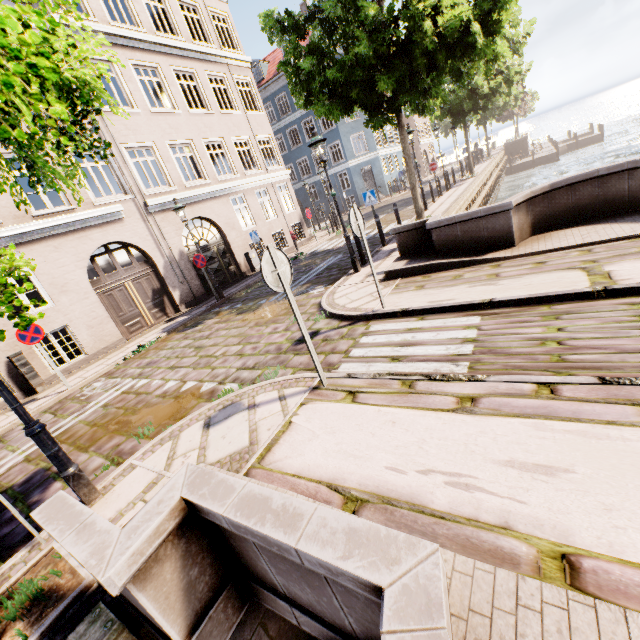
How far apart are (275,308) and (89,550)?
7.63m

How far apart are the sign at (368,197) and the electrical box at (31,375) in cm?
1146

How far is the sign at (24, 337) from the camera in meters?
7.8 m

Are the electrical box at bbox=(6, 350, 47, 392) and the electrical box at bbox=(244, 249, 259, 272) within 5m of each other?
no

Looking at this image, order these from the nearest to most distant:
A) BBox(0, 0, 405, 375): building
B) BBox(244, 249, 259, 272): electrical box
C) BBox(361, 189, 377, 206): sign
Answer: BBox(0, 0, 405, 375): building
BBox(361, 189, 377, 206): sign
BBox(244, 249, 259, 272): electrical box

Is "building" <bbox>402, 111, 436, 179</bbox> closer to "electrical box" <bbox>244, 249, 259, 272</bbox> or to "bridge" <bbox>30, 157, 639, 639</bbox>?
"electrical box" <bbox>244, 249, 259, 272</bbox>

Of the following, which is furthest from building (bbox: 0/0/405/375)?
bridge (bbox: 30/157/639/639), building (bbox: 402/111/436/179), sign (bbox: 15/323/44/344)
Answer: sign (bbox: 15/323/44/344)

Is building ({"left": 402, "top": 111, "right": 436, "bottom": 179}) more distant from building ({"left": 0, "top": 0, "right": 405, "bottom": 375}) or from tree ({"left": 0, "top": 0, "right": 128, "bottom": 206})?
building ({"left": 0, "top": 0, "right": 405, "bottom": 375})
